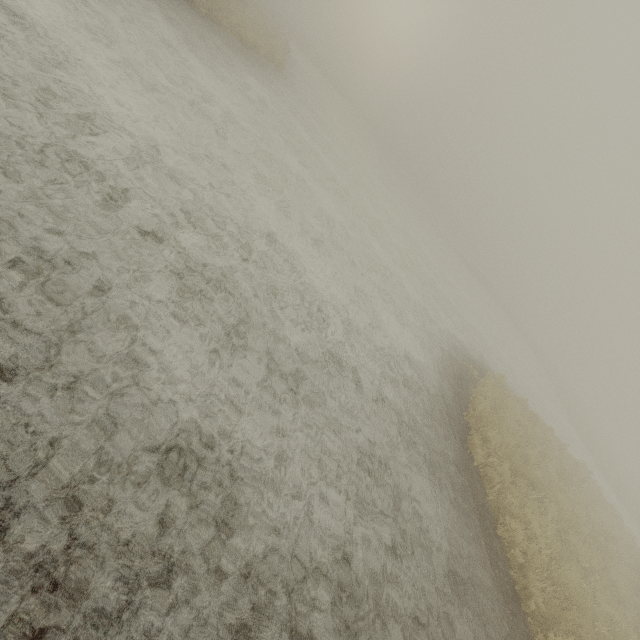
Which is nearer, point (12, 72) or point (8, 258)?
point (8, 258)
